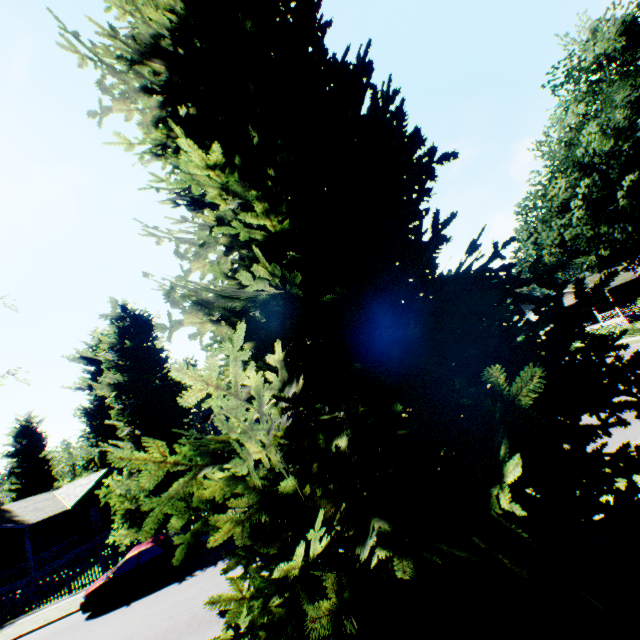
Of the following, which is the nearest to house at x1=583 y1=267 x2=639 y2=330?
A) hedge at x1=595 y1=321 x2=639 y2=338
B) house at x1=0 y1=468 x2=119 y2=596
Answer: hedge at x1=595 y1=321 x2=639 y2=338

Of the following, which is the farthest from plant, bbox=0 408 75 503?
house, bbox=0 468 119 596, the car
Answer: the car

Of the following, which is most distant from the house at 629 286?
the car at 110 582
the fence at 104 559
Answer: the car at 110 582

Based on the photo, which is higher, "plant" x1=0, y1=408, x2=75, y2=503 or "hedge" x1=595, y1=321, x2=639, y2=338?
"plant" x1=0, y1=408, x2=75, y2=503

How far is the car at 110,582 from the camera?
13.8m

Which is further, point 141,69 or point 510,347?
point 141,69

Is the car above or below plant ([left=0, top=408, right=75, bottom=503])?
below

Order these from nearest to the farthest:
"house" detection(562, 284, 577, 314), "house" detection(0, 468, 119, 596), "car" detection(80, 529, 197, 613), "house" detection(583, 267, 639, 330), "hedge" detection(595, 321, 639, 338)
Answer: "car" detection(80, 529, 197, 613) < "house" detection(0, 468, 119, 596) < "hedge" detection(595, 321, 639, 338) < "house" detection(583, 267, 639, 330) < "house" detection(562, 284, 577, 314)
